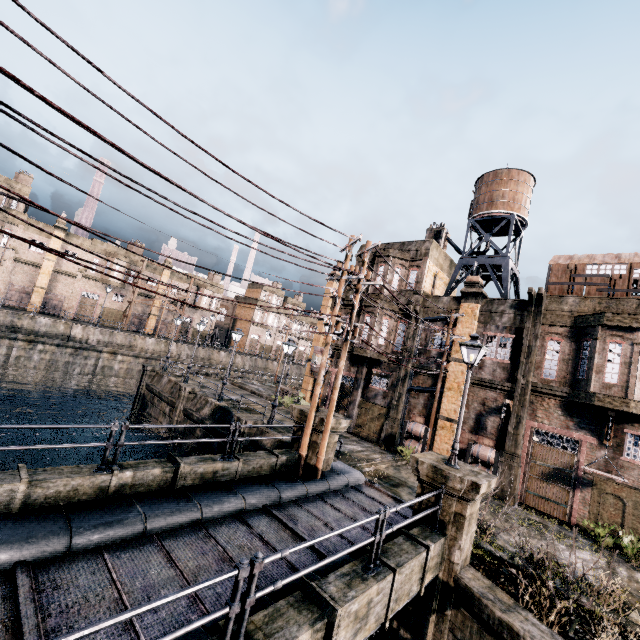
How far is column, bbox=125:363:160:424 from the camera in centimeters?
3134cm

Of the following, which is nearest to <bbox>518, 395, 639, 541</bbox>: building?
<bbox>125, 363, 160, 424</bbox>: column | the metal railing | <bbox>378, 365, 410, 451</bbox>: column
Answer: <bbox>378, 365, 410, 451</bbox>: column

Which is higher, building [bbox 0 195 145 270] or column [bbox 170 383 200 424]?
building [bbox 0 195 145 270]

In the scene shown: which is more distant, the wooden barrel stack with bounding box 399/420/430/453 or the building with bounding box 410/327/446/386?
the building with bounding box 410/327/446/386

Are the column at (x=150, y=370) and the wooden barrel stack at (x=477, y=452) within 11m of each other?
no

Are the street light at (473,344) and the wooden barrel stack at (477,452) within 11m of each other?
yes

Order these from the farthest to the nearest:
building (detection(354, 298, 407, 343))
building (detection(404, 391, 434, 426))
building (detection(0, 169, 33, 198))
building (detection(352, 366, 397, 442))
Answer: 1. building (detection(0, 169, 33, 198))
2. building (detection(354, 298, 407, 343))
3. building (detection(352, 366, 397, 442))
4. building (detection(404, 391, 434, 426))

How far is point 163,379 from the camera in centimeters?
3077cm
